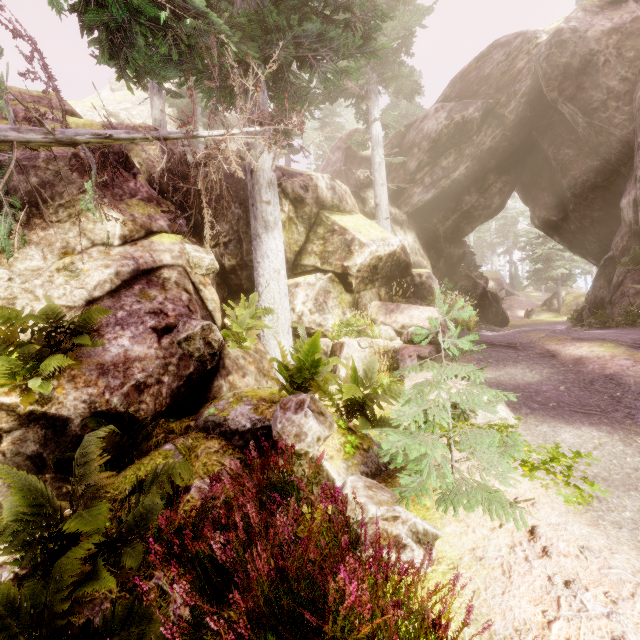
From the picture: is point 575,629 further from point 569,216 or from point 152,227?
point 569,216

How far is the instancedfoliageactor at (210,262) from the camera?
6.8m

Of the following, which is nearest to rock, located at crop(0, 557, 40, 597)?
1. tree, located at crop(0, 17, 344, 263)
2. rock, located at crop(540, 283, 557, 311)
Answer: tree, located at crop(0, 17, 344, 263)

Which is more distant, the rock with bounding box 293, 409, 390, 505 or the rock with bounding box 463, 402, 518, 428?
the rock with bounding box 463, 402, 518, 428

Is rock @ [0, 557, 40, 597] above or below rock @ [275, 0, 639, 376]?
below

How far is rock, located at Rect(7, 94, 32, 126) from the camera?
8.2 meters

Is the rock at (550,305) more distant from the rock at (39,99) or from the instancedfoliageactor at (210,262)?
the rock at (39,99)

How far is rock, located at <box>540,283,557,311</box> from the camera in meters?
37.0
